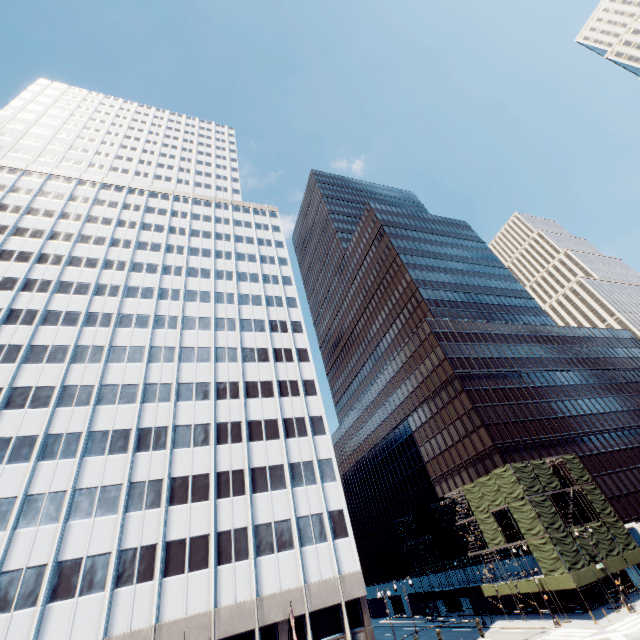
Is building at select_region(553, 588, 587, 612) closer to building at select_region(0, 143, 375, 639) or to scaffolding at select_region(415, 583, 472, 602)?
scaffolding at select_region(415, 583, 472, 602)

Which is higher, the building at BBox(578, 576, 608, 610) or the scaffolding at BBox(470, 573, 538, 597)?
the scaffolding at BBox(470, 573, 538, 597)

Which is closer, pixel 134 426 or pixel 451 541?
pixel 134 426

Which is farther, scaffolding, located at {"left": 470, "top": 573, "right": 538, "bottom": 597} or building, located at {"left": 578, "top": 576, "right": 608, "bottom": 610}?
scaffolding, located at {"left": 470, "top": 573, "right": 538, "bottom": 597}

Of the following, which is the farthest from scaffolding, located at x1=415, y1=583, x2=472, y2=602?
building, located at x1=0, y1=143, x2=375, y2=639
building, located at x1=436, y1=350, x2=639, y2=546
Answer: building, located at x1=0, y1=143, x2=375, y2=639

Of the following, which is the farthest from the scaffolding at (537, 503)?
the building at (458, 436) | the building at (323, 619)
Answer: the building at (323, 619)
